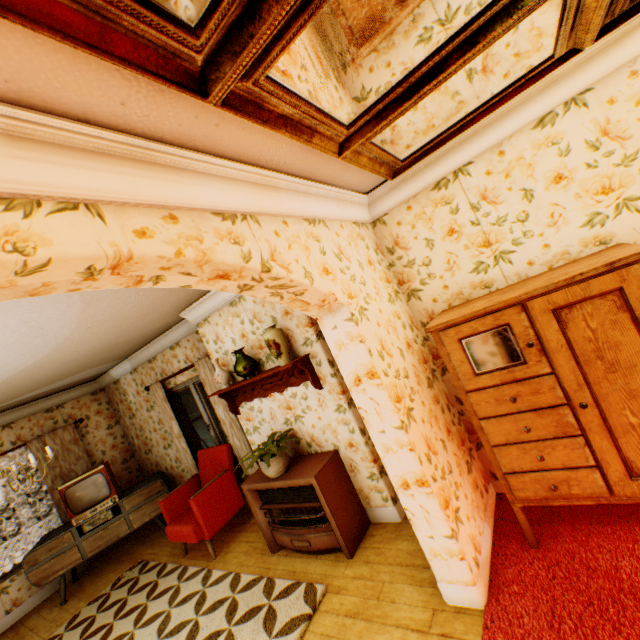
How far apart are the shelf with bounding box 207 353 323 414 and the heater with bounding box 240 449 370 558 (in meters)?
0.72

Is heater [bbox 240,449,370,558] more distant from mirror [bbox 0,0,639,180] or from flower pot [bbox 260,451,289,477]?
mirror [bbox 0,0,639,180]

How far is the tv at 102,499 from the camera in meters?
4.9 m

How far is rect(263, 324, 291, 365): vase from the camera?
3.42m

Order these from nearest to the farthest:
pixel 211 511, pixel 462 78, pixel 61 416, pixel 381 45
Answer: pixel 381 45
pixel 462 78
pixel 211 511
pixel 61 416

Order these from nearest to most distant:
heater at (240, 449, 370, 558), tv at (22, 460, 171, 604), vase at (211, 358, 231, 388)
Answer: heater at (240, 449, 370, 558), vase at (211, 358, 231, 388), tv at (22, 460, 171, 604)

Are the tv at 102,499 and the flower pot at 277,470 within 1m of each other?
no

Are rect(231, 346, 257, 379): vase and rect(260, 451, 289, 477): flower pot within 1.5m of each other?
yes
